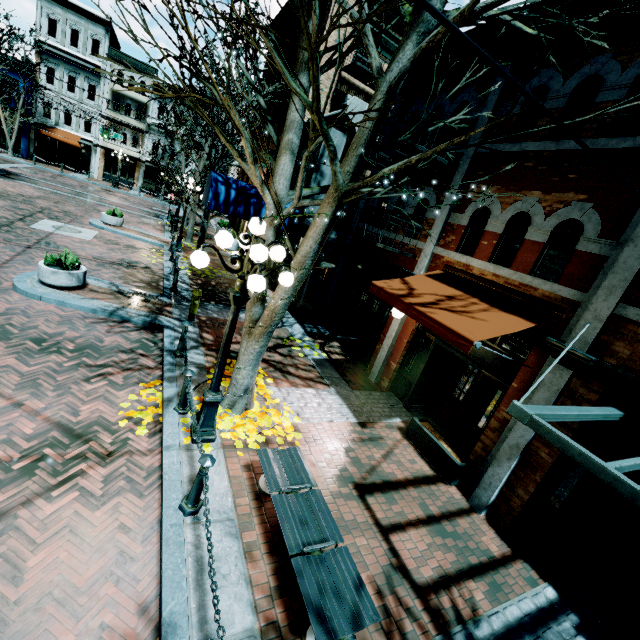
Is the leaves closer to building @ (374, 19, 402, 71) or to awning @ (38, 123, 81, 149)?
building @ (374, 19, 402, 71)

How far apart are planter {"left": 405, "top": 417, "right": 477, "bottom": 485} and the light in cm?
429

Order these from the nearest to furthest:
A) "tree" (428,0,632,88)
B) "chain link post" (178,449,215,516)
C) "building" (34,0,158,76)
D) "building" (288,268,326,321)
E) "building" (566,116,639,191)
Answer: "tree" (428,0,632,88)
"chain link post" (178,449,215,516)
"building" (566,116,639,191)
"building" (288,268,326,321)
"building" (34,0,158,76)

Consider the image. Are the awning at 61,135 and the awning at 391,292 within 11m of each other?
no

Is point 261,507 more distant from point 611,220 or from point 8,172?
point 8,172

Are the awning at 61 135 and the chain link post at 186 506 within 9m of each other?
no

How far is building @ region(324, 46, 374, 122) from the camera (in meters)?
10.30
